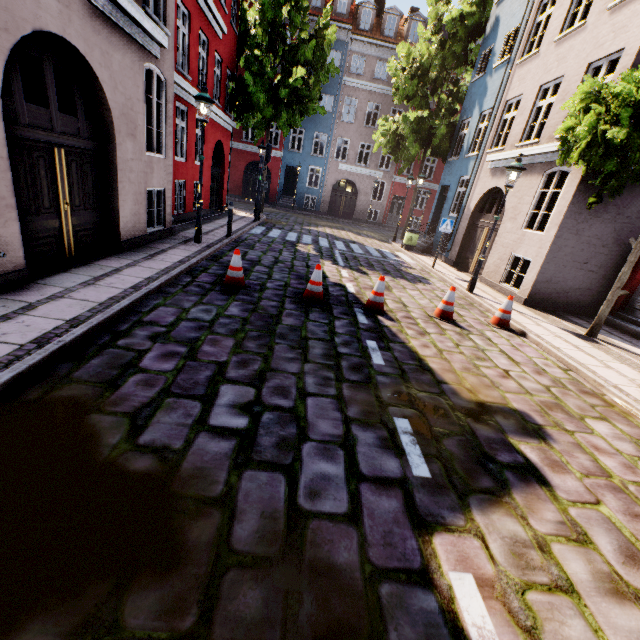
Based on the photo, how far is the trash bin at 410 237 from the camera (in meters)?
16.31

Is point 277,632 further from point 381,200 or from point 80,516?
point 381,200

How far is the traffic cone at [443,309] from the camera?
7.02m

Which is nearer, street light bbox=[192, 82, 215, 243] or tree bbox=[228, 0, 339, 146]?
street light bbox=[192, 82, 215, 243]

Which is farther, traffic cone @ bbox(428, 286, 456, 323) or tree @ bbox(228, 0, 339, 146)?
tree @ bbox(228, 0, 339, 146)

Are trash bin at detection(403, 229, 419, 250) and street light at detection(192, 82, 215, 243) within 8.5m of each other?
no

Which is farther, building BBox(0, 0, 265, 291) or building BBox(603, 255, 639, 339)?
building BBox(603, 255, 639, 339)

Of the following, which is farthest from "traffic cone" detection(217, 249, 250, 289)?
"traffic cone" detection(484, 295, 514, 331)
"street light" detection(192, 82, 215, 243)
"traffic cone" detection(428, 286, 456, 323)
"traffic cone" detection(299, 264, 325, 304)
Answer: "traffic cone" detection(484, 295, 514, 331)
